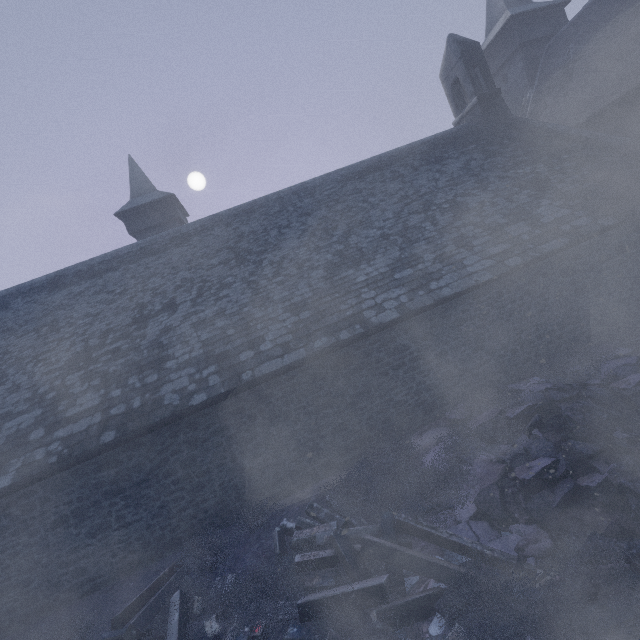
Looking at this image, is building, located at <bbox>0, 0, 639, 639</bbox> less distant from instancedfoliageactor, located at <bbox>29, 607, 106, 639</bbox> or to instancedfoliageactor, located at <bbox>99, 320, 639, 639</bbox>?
instancedfoliageactor, located at <bbox>99, 320, 639, 639</bbox>

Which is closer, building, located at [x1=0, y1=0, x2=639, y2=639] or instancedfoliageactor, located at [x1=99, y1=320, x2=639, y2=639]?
instancedfoliageactor, located at [x1=99, y1=320, x2=639, y2=639]

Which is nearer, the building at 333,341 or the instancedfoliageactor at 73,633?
the instancedfoliageactor at 73,633

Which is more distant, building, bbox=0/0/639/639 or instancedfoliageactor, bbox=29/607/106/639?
building, bbox=0/0/639/639

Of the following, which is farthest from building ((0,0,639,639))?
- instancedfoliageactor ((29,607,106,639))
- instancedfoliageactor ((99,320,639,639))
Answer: instancedfoliageactor ((29,607,106,639))

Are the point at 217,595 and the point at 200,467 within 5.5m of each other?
yes

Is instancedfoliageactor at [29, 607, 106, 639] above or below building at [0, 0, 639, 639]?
below

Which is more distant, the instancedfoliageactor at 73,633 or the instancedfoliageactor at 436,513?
the instancedfoliageactor at 73,633
